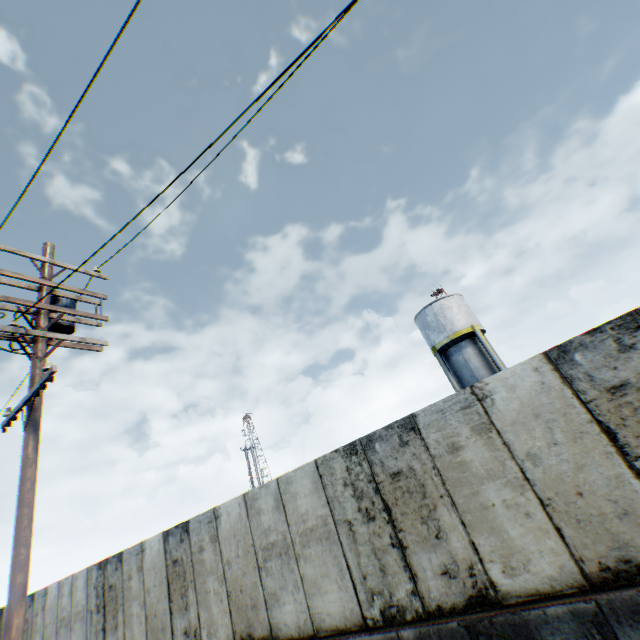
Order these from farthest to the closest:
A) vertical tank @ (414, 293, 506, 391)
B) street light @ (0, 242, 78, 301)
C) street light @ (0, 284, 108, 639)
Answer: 1. vertical tank @ (414, 293, 506, 391)
2. street light @ (0, 242, 78, 301)
3. street light @ (0, 284, 108, 639)

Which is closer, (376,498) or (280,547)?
(376,498)

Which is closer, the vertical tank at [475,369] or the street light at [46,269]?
the street light at [46,269]

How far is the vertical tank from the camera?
21.8m

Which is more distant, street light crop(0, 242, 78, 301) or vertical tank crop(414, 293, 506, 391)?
vertical tank crop(414, 293, 506, 391)

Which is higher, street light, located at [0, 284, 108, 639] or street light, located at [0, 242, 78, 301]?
street light, located at [0, 242, 78, 301]

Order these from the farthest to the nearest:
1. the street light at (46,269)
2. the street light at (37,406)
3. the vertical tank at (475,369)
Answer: the vertical tank at (475,369) < the street light at (46,269) < the street light at (37,406)
